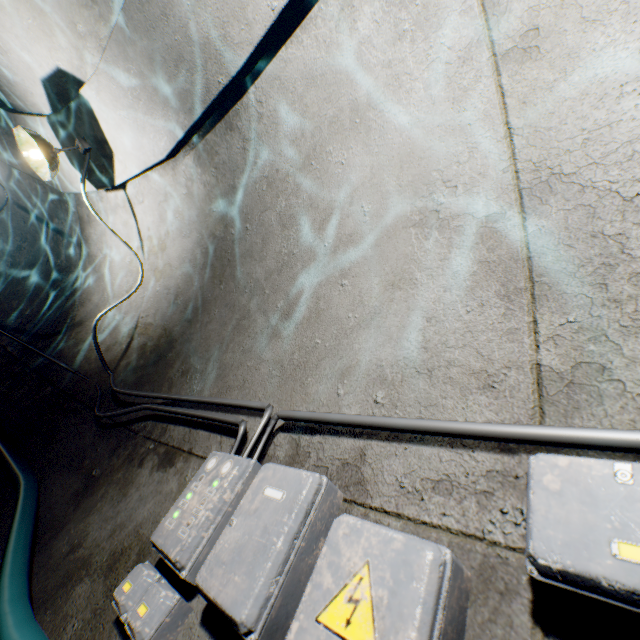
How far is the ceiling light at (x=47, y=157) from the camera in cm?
292

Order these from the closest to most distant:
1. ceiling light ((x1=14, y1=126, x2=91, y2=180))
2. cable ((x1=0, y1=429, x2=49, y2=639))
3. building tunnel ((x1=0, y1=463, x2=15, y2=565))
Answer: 1. cable ((x1=0, y1=429, x2=49, y2=639))
2. building tunnel ((x1=0, y1=463, x2=15, y2=565))
3. ceiling light ((x1=14, y1=126, x2=91, y2=180))

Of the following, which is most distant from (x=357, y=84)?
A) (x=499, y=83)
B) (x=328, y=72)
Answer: (x=499, y=83)

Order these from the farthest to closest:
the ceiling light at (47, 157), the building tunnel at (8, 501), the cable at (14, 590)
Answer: the ceiling light at (47, 157), the building tunnel at (8, 501), the cable at (14, 590)

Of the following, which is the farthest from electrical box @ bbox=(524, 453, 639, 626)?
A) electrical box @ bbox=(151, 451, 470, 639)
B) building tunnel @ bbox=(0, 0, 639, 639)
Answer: electrical box @ bbox=(151, 451, 470, 639)

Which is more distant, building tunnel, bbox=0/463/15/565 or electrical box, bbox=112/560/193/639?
building tunnel, bbox=0/463/15/565

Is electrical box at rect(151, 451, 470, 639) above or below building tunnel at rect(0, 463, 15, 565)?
above

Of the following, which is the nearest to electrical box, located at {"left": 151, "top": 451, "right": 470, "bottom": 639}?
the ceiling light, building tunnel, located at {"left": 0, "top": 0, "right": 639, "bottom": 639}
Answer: building tunnel, located at {"left": 0, "top": 0, "right": 639, "bottom": 639}
